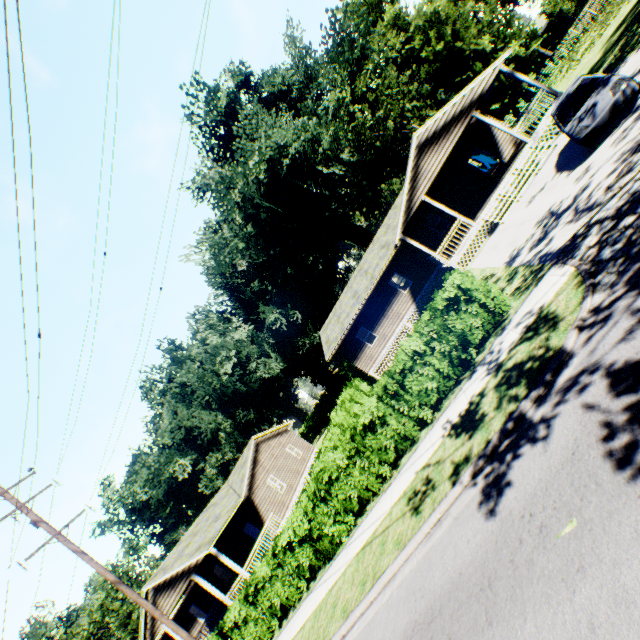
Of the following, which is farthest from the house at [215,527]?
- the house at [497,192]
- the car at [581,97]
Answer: the car at [581,97]

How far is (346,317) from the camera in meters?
26.1 m

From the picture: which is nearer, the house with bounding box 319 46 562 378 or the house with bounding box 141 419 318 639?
the house with bounding box 319 46 562 378

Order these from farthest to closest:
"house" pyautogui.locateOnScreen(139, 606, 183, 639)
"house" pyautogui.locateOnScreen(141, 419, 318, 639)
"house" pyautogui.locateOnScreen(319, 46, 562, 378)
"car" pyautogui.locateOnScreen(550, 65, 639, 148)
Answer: "house" pyautogui.locateOnScreen(139, 606, 183, 639) < "house" pyautogui.locateOnScreen(141, 419, 318, 639) < "house" pyautogui.locateOnScreen(319, 46, 562, 378) < "car" pyautogui.locateOnScreen(550, 65, 639, 148)

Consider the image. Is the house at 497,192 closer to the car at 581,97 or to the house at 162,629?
the car at 581,97

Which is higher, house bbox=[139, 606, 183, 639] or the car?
house bbox=[139, 606, 183, 639]

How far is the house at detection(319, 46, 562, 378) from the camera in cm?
1750
